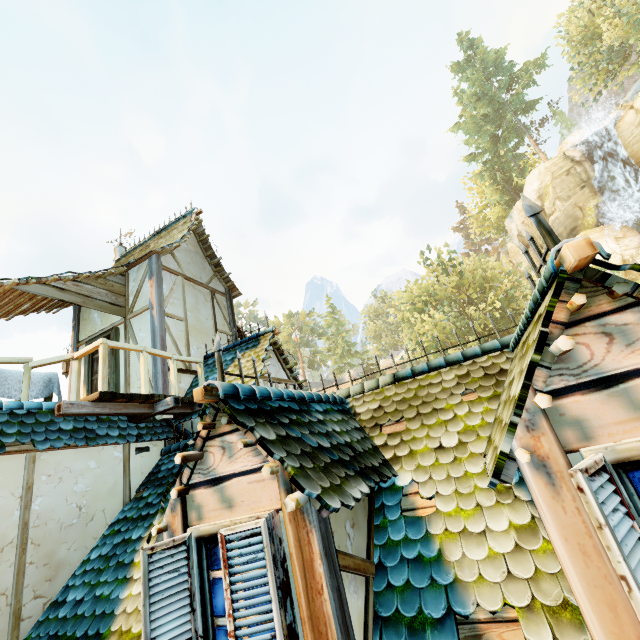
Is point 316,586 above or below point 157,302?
below

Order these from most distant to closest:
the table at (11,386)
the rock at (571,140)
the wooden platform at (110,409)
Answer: the rock at (571,140), the table at (11,386), the wooden platform at (110,409)

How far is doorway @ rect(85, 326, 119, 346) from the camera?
8.3m

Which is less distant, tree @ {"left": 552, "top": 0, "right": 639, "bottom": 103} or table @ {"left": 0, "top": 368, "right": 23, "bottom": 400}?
table @ {"left": 0, "top": 368, "right": 23, "bottom": 400}

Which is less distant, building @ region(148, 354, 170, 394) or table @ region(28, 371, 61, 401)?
table @ region(28, 371, 61, 401)

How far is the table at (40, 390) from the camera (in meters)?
5.99

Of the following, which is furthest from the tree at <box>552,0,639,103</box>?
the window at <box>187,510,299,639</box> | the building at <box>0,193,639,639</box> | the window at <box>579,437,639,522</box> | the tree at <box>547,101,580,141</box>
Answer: the window at <box>187,510,299,639</box>

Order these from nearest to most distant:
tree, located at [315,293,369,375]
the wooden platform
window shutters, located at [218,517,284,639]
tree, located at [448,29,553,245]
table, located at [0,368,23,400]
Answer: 1. window shutters, located at [218,517,284,639]
2. the wooden platform
3. table, located at [0,368,23,400]
4. tree, located at [448,29,553,245]
5. tree, located at [315,293,369,375]
